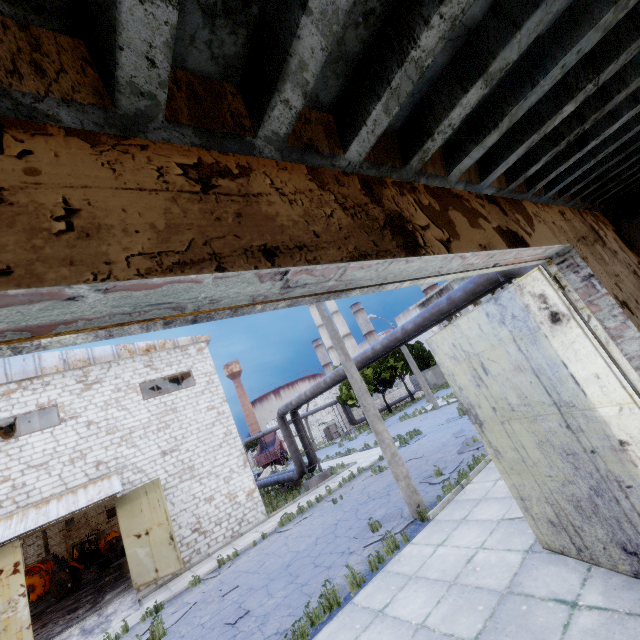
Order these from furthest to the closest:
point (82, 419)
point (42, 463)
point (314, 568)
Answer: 1. point (82, 419)
2. point (42, 463)
3. point (314, 568)

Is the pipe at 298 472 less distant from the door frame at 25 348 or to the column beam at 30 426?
the door frame at 25 348

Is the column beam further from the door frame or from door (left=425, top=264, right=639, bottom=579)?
the door frame

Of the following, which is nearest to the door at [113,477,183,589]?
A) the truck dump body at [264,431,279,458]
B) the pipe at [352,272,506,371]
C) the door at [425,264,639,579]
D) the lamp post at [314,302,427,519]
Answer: the pipe at [352,272,506,371]

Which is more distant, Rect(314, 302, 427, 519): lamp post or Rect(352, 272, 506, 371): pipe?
Rect(352, 272, 506, 371): pipe

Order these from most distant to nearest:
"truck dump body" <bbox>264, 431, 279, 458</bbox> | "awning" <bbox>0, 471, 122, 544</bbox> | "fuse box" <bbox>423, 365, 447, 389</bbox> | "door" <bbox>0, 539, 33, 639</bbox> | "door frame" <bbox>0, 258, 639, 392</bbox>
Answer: "fuse box" <bbox>423, 365, 447, 389</bbox> < "truck dump body" <bbox>264, 431, 279, 458</bbox> < "awning" <bbox>0, 471, 122, 544</bbox> < "door" <bbox>0, 539, 33, 639</bbox> < "door frame" <bbox>0, 258, 639, 392</bbox>

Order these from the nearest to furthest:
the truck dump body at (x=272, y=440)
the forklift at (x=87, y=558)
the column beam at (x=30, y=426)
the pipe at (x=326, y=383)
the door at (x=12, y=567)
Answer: the door at (x=12, y=567)
the pipe at (x=326, y=383)
the column beam at (x=30, y=426)
the forklift at (x=87, y=558)
the truck dump body at (x=272, y=440)

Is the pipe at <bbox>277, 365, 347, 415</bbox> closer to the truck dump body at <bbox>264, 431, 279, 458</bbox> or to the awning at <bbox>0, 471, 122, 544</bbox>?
the awning at <bbox>0, 471, 122, 544</bbox>
